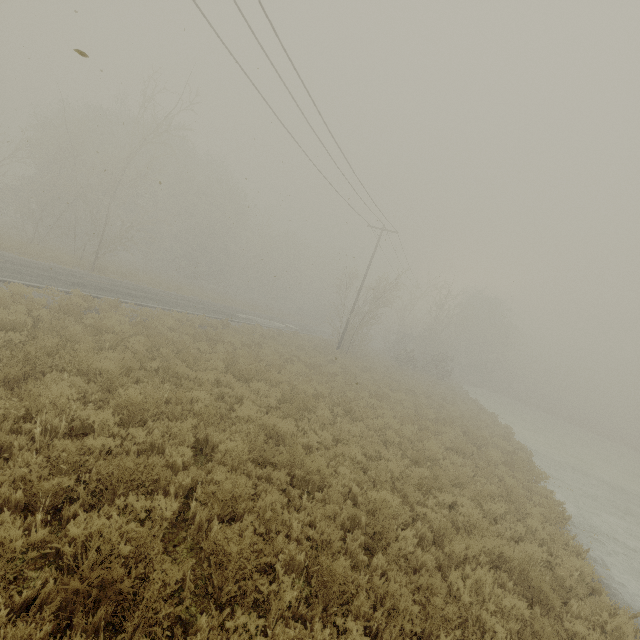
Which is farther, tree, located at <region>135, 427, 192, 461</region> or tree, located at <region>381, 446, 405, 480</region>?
tree, located at <region>381, 446, 405, 480</region>

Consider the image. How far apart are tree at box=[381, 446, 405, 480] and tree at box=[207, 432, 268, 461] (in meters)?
4.66

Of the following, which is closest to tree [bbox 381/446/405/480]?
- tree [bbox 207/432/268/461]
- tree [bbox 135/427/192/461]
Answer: tree [bbox 207/432/268/461]

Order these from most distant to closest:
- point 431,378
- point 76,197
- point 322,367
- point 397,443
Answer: point 431,378, point 76,197, point 322,367, point 397,443

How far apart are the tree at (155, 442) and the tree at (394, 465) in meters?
6.0 m

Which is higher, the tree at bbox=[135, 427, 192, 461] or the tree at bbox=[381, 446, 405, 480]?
the tree at bbox=[381, 446, 405, 480]

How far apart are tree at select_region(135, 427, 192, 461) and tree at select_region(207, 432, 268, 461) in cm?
97

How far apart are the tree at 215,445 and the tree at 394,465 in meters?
4.7
